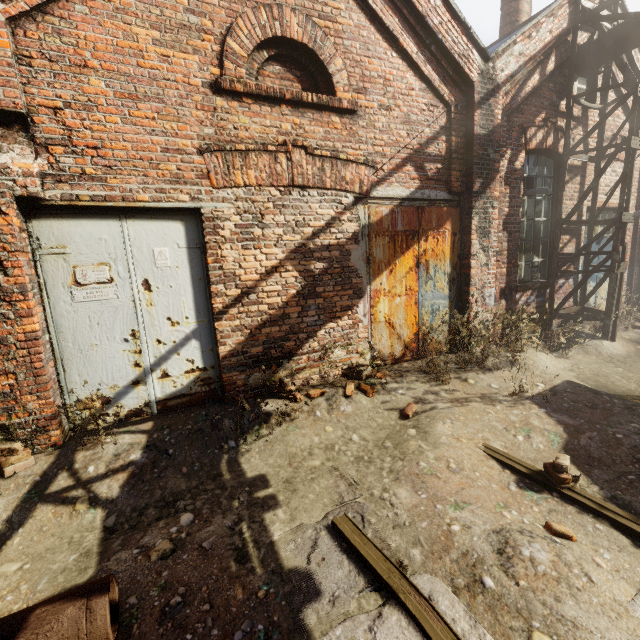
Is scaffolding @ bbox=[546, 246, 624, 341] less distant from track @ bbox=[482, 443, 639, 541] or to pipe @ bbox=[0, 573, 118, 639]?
track @ bbox=[482, 443, 639, 541]

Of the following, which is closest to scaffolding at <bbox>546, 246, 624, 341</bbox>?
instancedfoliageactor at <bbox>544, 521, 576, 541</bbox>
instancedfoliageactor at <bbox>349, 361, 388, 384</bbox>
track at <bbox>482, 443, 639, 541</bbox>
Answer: instancedfoliageactor at <bbox>349, 361, 388, 384</bbox>

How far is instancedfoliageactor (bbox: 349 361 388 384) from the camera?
4.8 meters

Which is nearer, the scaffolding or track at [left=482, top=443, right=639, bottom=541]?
track at [left=482, top=443, right=639, bottom=541]

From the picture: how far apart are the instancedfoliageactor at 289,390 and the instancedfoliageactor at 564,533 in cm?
277

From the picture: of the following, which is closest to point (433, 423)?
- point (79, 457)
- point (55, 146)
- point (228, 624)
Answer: point (228, 624)

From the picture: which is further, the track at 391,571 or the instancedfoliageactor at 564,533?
the instancedfoliageactor at 564,533

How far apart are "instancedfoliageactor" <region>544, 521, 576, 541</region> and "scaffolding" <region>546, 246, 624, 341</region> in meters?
6.0 m
